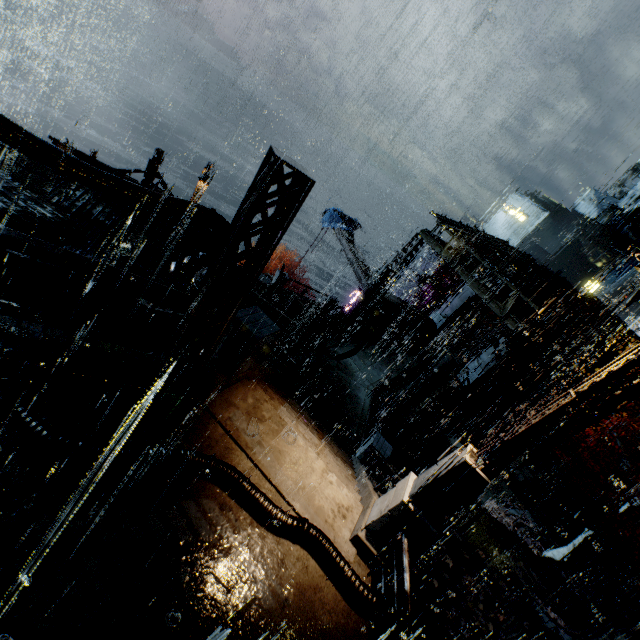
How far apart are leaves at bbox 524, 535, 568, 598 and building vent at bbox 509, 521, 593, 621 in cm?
0

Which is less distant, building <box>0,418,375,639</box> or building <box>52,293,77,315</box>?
building <box>0,418,375,639</box>

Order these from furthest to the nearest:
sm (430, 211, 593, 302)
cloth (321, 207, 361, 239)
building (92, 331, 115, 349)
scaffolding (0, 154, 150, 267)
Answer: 1. cloth (321, 207, 361, 239)
2. sm (430, 211, 593, 302)
3. scaffolding (0, 154, 150, 267)
4. building (92, 331, 115, 349)

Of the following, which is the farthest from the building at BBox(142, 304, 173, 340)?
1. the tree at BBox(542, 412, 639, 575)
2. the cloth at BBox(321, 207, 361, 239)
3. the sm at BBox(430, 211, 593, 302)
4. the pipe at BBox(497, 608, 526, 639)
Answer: the cloth at BBox(321, 207, 361, 239)

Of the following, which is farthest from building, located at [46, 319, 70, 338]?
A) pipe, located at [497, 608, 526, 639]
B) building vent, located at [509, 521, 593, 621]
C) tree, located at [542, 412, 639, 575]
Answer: building vent, located at [509, 521, 593, 621]

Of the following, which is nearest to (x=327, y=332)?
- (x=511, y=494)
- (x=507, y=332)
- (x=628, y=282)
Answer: (x=507, y=332)

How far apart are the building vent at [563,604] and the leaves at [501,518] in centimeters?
0cm

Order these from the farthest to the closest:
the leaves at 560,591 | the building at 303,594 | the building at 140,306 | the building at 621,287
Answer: the building at 621,287 → the leaves at 560,591 → the building at 140,306 → the building at 303,594
